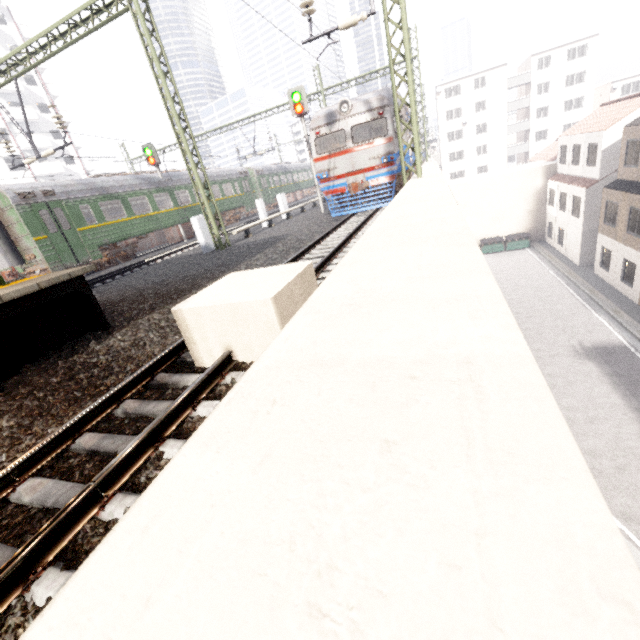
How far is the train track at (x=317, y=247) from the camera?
7.20m

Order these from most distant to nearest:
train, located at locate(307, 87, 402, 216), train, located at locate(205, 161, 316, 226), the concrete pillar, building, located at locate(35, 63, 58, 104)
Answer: building, located at locate(35, 63, 58, 104)
train, located at locate(205, 161, 316, 226)
train, located at locate(307, 87, 402, 216)
the concrete pillar

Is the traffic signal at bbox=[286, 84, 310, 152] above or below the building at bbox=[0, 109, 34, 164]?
below

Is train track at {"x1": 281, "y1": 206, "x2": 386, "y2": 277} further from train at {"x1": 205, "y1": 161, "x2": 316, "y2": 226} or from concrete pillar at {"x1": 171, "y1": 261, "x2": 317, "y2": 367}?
train at {"x1": 205, "y1": 161, "x2": 316, "y2": 226}

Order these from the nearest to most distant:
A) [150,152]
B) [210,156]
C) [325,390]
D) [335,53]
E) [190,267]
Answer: [325,390]
[190,267]
[335,53]
[150,152]
[210,156]

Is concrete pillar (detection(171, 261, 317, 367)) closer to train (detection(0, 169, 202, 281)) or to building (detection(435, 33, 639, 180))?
train (detection(0, 169, 202, 281))

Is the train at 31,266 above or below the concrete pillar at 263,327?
above

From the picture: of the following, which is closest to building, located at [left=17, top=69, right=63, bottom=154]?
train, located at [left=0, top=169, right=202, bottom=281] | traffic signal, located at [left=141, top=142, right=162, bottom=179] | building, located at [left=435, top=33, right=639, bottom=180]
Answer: train, located at [left=0, top=169, right=202, bottom=281]
